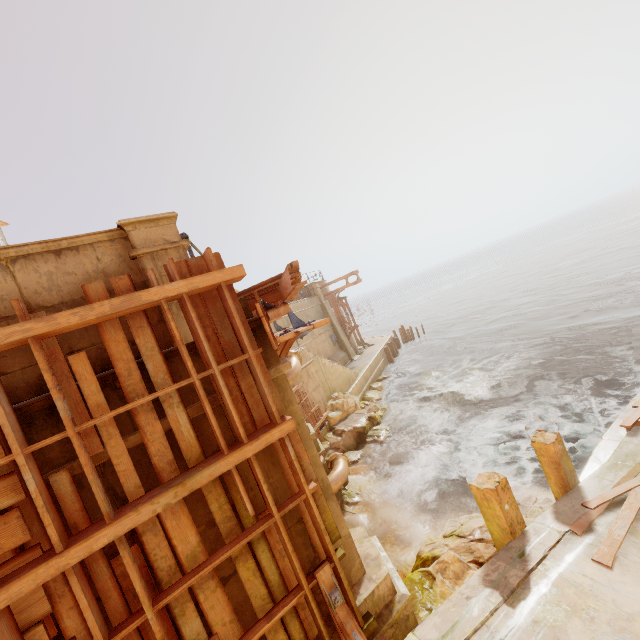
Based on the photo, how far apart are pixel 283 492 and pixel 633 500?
5.63m

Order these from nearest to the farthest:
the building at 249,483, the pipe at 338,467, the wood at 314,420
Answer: the building at 249,483 → the pipe at 338,467 → the wood at 314,420

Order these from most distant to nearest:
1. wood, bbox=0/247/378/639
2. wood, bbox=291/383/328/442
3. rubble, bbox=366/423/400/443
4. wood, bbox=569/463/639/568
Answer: rubble, bbox=366/423/400/443 → wood, bbox=291/383/328/442 → wood, bbox=569/463/639/568 → wood, bbox=0/247/378/639

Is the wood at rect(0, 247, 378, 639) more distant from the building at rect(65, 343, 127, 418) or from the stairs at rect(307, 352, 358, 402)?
the stairs at rect(307, 352, 358, 402)

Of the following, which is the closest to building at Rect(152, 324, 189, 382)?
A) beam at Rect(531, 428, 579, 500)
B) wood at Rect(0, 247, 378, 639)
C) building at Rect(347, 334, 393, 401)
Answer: wood at Rect(0, 247, 378, 639)

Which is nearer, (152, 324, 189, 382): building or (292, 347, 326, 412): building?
(152, 324, 189, 382): building

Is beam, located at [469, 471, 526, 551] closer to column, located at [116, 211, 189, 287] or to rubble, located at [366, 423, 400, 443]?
column, located at [116, 211, 189, 287]

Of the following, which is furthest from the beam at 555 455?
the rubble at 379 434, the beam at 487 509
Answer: the rubble at 379 434
